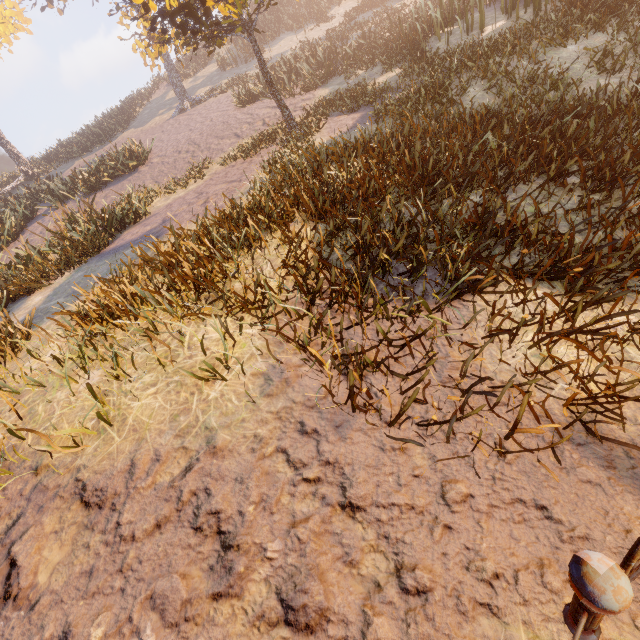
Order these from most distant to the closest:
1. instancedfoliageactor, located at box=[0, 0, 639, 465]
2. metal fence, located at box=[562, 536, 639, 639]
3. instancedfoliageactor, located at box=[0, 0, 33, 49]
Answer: instancedfoliageactor, located at box=[0, 0, 33, 49] → instancedfoliageactor, located at box=[0, 0, 639, 465] → metal fence, located at box=[562, 536, 639, 639]

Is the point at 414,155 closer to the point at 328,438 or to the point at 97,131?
the point at 328,438

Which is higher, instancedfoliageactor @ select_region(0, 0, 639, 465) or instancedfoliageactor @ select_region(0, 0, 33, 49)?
instancedfoliageactor @ select_region(0, 0, 33, 49)

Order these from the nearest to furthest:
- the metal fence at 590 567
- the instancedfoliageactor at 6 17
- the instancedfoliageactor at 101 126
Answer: the metal fence at 590 567 → the instancedfoliageactor at 101 126 → the instancedfoliageactor at 6 17

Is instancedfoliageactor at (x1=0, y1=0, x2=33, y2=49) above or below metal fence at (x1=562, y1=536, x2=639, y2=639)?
above

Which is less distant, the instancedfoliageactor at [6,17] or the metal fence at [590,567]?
the metal fence at [590,567]

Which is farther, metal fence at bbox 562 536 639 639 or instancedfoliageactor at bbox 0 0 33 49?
instancedfoliageactor at bbox 0 0 33 49
